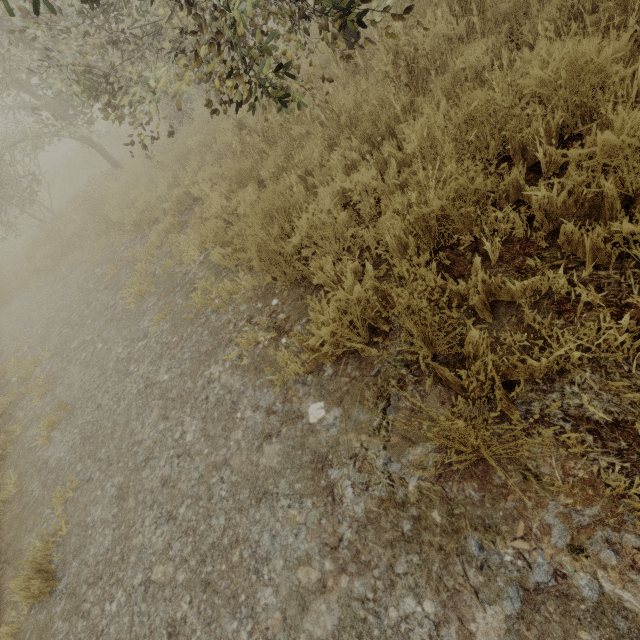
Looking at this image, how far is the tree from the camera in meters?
4.3

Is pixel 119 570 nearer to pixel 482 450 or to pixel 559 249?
pixel 482 450

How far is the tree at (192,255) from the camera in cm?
435
